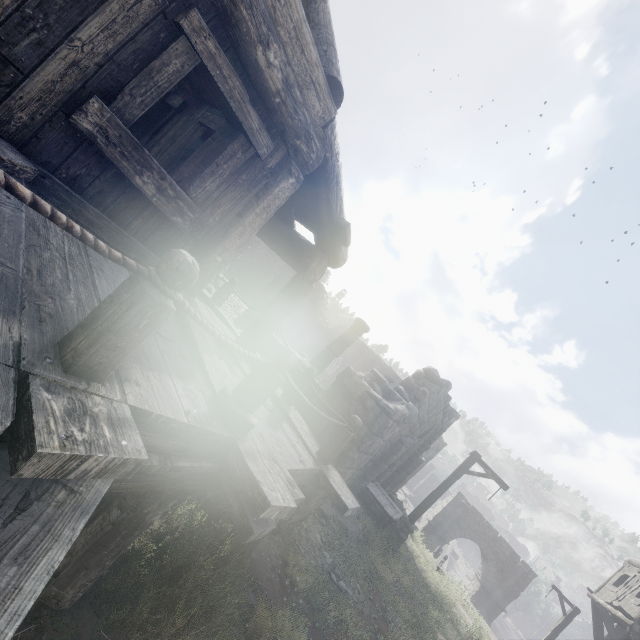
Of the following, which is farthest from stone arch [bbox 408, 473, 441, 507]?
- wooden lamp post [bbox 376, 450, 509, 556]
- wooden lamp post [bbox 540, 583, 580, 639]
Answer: wooden lamp post [bbox 376, 450, 509, 556]

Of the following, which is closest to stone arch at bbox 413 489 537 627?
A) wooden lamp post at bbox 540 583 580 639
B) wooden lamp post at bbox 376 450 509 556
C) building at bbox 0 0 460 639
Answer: building at bbox 0 0 460 639

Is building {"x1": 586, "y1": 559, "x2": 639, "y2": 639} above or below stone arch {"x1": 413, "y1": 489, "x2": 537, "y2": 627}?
above

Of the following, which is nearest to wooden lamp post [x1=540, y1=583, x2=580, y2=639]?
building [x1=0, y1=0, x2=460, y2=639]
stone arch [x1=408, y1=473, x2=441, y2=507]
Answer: building [x1=0, y1=0, x2=460, y2=639]

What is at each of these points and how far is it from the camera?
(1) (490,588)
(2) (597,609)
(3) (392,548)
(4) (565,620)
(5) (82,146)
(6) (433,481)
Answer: (1) stone arch, 25.80m
(2) building, 17.58m
(3) wooden lamp post, 10.24m
(4) wooden lamp post, 17.62m
(5) building, 2.77m
(6) stone arch, 56.03m

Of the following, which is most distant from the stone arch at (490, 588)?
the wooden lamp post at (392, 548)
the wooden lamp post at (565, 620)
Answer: the wooden lamp post at (392, 548)

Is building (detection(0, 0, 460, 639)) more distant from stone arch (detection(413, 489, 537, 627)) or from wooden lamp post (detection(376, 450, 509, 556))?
wooden lamp post (detection(376, 450, 509, 556))

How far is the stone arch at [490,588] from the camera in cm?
2538
